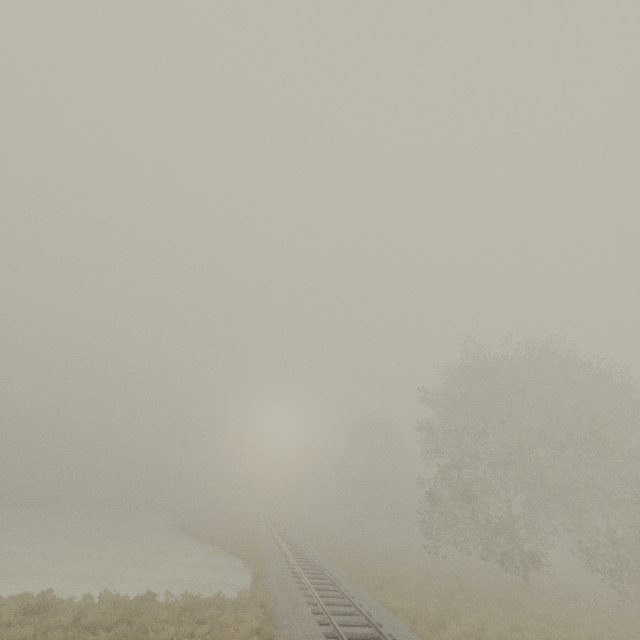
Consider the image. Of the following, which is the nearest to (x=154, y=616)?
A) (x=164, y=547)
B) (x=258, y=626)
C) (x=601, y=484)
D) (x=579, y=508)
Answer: (x=258, y=626)
